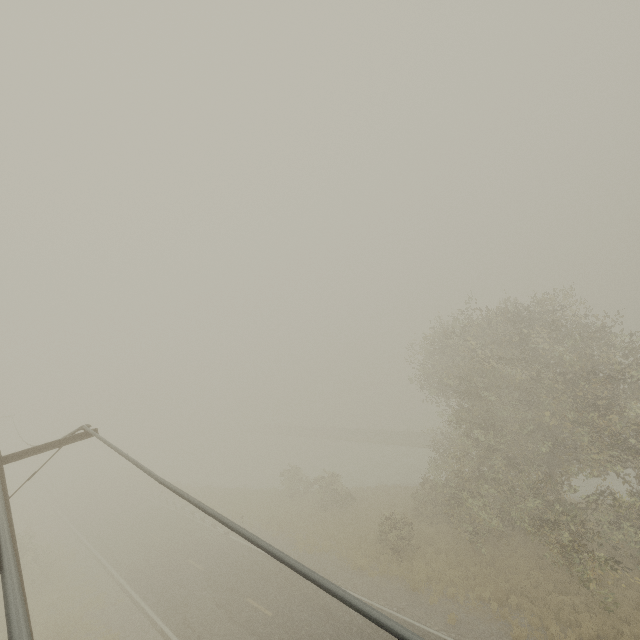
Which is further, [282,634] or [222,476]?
[222,476]
